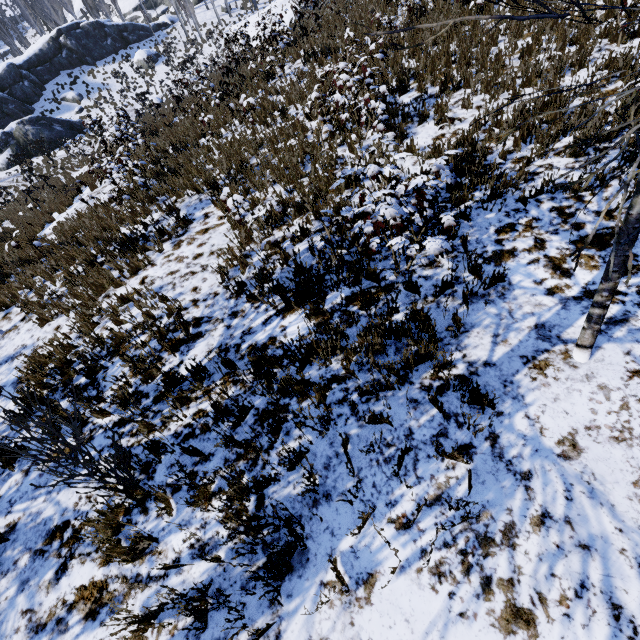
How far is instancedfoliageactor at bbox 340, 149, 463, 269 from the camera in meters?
3.3

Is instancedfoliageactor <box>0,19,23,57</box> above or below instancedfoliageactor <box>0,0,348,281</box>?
above

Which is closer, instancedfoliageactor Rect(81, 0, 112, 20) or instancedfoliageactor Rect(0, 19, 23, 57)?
instancedfoliageactor Rect(0, 19, 23, 57)

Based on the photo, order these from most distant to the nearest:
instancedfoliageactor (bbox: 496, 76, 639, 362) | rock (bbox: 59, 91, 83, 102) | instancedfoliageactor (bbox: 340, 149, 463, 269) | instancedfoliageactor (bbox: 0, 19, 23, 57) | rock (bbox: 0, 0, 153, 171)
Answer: instancedfoliageactor (bbox: 0, 19, 23, 57) < rock (bbox: 59, 91, 83, 102) < rock (bbox: 0, 0, 153, 171) < instancedfoliageactor (bbox: 340, 149, 463, 269) < instancedfoliageactor (bbox: 496, 76, 639, 362)

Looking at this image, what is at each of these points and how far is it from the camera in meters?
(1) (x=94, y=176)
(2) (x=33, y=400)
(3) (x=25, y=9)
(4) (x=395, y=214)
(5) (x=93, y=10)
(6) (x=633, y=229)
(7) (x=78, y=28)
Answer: (1) instancedfoliageactor, 12.0 m
(2) instancedfoliageactor, 4.8 m
(3) instancedfoliageactor, 35.7 m
(4) instancedfoliageactor, 3.5 m
(5) instancedfoliageactor, 43.6 m
(6) instancedfoliageactor, 2.2 m
(7) rock, 33.2 m

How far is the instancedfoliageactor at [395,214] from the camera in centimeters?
332cm

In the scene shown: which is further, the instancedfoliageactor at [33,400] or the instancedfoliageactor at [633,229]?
the instancedfoliageactor at [33,400]
